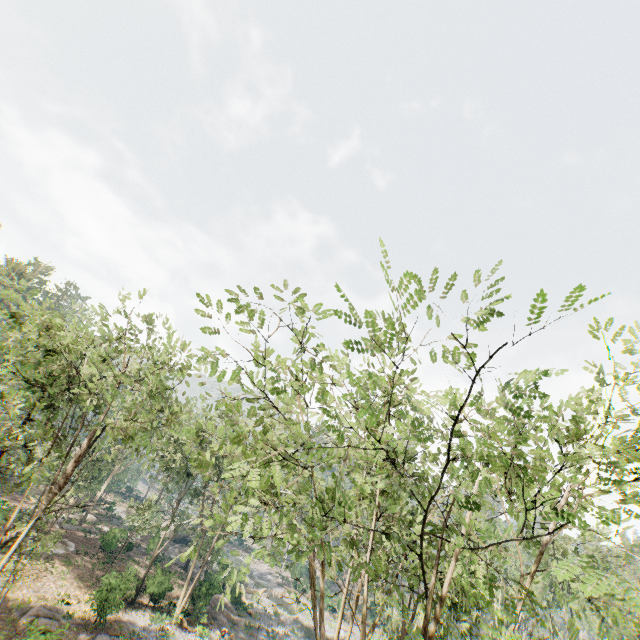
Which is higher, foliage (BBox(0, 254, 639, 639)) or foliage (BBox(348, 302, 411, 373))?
foliage (BBox(348, 302, 411, 373))

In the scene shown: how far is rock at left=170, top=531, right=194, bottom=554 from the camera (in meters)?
44.51

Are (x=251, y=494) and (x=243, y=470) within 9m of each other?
yes

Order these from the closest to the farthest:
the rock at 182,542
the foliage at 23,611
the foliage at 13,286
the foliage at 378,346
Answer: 1. the foliage at 378,346
2. the foliage at 13,286
3. the foliage at 23,611
4. the rock at 182,542

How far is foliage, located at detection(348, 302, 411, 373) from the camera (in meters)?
5.18

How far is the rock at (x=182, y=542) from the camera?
44.51m

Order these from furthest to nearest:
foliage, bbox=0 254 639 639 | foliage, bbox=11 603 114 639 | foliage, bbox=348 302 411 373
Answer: foliage, bbox=11 603 114 639 < foliage, bbox=0 254 639 639 < foliage, bbox=348 302 411 373
